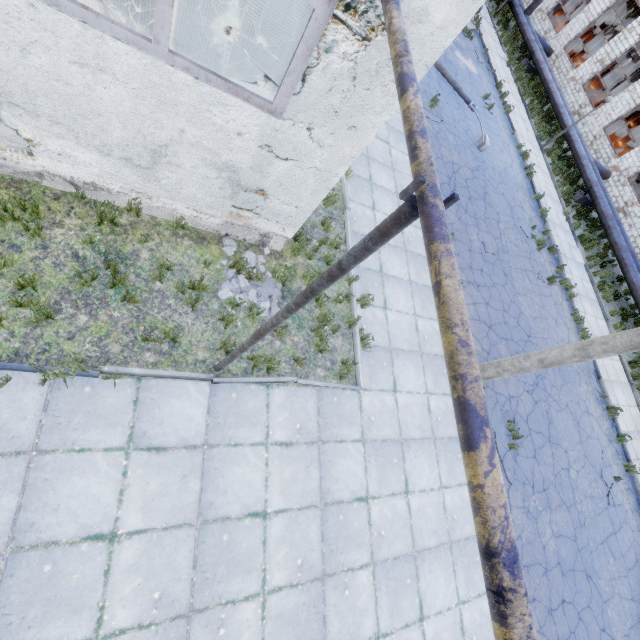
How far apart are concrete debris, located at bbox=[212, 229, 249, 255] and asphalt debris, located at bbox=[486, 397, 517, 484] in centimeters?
597cm

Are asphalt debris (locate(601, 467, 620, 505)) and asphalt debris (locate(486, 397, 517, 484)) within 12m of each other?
yes

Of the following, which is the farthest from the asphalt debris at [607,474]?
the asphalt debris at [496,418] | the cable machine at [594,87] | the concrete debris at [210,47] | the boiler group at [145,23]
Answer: the cable machine at [594,87]

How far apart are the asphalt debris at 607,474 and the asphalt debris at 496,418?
4.6m

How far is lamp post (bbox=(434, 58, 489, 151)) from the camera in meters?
14.1 m

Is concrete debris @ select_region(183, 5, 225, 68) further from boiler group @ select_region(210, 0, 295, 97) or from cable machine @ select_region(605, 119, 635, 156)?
cable machine @ select_region(605, 119, 635, 156)

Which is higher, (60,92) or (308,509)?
(60,92)

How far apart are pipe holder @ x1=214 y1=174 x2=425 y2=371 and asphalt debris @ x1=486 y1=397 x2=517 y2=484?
6.85m
